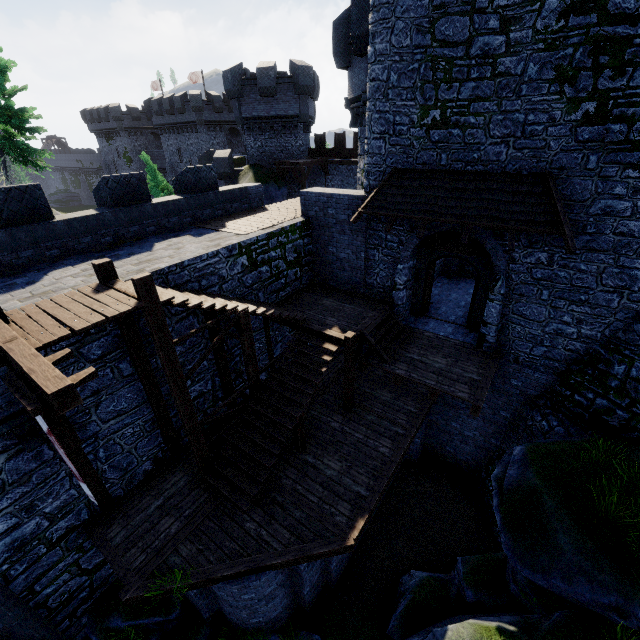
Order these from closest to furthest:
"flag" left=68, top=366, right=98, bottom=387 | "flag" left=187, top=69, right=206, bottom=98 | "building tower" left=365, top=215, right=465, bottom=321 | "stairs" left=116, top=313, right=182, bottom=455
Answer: "flag" left=68, top=366, right=98, bottom=387 < "stairs" left=116, top=313, right=182, bottom=455 < "building tower" left=365, top=215, right=465, bottom=321 < "flag" left=187, top=69, right=206, bottom=98

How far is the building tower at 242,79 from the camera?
24.3m

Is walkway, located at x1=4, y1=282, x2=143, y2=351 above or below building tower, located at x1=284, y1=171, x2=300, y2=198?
above

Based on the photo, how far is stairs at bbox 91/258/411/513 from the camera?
7.2 meters

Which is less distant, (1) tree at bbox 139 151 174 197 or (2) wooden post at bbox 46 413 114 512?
(2) wooden post at bbox 46 413 114 512

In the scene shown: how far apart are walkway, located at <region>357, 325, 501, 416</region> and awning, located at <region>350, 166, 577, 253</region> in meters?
3.6

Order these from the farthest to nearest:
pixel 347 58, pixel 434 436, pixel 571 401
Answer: pixel 347 58 < pixel 434 436 < pixel 571 401

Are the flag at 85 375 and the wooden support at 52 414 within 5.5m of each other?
yes
